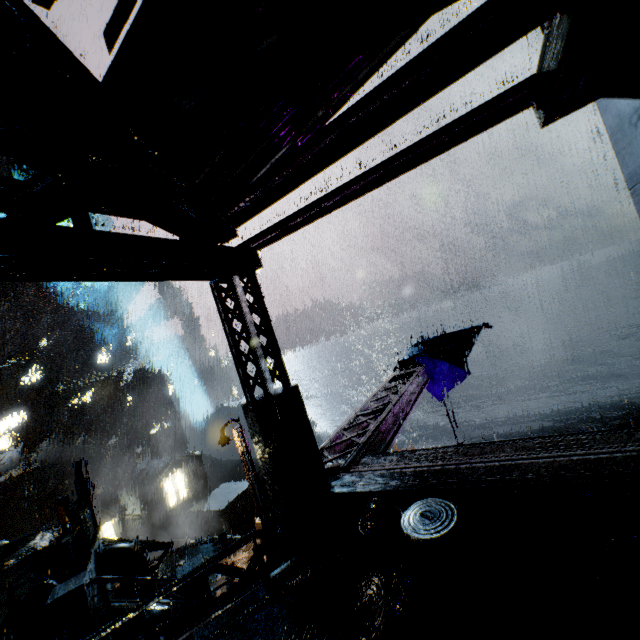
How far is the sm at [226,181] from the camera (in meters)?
4.97

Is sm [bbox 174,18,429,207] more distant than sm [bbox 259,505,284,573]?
No

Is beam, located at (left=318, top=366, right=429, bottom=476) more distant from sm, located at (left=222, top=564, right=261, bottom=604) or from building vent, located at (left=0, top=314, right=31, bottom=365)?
building vent, located at (left=0, top=314, right=31, bottom=365)

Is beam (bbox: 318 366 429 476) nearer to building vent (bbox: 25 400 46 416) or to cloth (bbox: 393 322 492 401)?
cloth (bbox: 393 322 492 401)

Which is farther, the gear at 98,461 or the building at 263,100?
the gear at 98,461

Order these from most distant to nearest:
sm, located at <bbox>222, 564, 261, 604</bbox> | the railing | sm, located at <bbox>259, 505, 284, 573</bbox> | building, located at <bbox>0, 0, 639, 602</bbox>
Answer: sm, located at <bbox>259, 505, 284, 573</bbox>
sm, located at <bbox>222, 564, 261, 604</bbox>
the railing
building, located at <bbox>0, 0, 639, 602</bbox>

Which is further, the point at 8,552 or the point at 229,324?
the point at 8,552

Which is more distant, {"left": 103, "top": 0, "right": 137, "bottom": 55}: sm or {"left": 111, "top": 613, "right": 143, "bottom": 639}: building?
{"left": 111, "top": 613, "right": 143, "bottom": 639}: building
